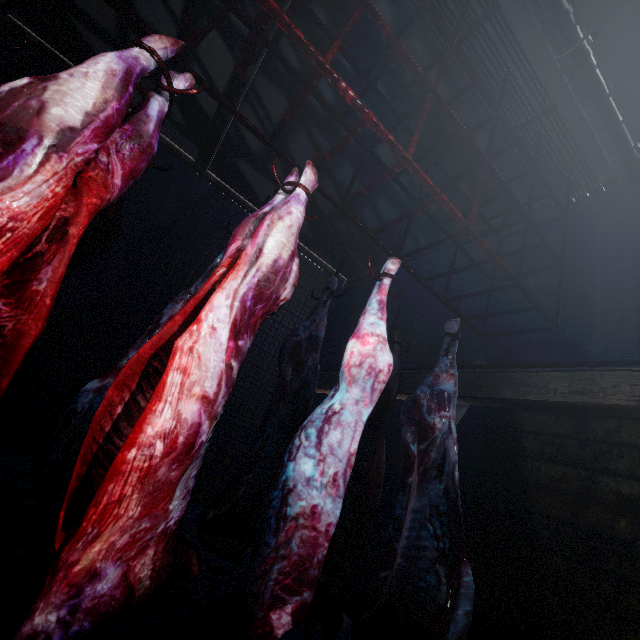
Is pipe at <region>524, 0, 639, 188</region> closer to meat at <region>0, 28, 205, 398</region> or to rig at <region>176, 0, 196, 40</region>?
rig at <region>176, 0, 196, 40</region>

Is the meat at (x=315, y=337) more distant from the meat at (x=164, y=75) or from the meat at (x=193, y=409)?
the meat at (x=164, y=75)

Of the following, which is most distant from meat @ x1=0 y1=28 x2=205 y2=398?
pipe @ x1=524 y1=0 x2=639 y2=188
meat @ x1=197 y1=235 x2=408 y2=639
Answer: pipe @ x1=524 y1=0 x2=639 y2=188

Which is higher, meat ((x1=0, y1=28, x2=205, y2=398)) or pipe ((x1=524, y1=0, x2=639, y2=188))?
pipe ((x1=524, y1=0, x2=639, y2=188))

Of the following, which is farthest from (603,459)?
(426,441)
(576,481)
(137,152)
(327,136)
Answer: (327,136)

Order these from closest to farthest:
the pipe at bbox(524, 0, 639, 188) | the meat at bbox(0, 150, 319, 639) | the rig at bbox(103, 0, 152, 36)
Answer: the meat at bbox(0, 150, 319, 639) < the rig at bbox(103, 0, 152, 36) < the pipe at bbox(524, 0, 639, 188)

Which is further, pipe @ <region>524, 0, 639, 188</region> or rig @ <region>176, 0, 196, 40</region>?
pipe @ <region>524, 0, 639, 188</region>

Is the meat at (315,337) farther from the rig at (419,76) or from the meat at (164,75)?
the meat at (164,75)
